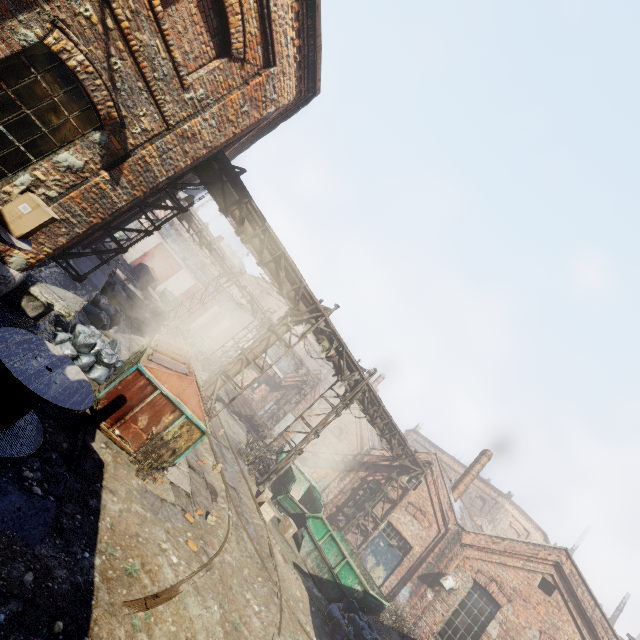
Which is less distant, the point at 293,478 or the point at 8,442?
the point at 8,442

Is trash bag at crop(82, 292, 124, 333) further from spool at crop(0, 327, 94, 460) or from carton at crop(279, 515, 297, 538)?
carton at crop(279, 515, 297, 538)

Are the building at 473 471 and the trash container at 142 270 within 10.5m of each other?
no

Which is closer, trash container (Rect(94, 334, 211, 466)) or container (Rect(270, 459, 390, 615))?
trash container (Rect(94, 334, 211, 466))

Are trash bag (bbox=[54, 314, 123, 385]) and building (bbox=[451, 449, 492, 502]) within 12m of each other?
no

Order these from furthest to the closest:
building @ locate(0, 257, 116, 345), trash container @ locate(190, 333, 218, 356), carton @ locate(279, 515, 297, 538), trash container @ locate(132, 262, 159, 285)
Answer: trash container @ locate(132, 262, 159, 285) < trash container @ locate(190, 333, 218, 356) < carton @ locate(279, 515, 297, 538) < building @ locate(0, 257, 116, 345)

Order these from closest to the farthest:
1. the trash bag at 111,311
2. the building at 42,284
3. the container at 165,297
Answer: the building at 42,284 → the trash bag at 111,311 → the container at 165,297

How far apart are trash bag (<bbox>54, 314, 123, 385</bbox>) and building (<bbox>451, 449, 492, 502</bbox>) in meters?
18.8 m
